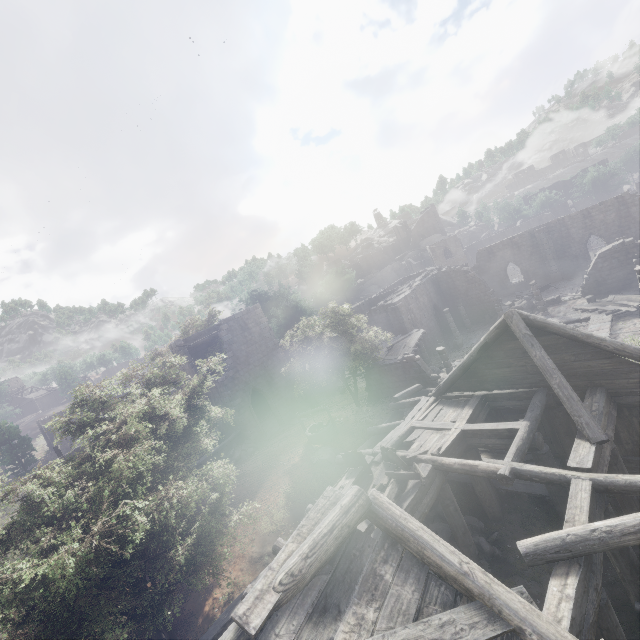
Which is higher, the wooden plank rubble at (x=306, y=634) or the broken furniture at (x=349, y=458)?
the wooden plank rubble at (x=306, y=634)

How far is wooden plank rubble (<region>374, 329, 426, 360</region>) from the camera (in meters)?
25.00

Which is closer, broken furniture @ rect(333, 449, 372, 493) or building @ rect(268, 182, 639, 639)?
building @ rect(268, 182, 639, 639)

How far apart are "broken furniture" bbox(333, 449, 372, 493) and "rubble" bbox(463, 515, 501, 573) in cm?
236

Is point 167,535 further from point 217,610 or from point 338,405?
point 338,405

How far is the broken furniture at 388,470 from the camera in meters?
9.4

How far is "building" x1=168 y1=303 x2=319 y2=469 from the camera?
23.9 meters

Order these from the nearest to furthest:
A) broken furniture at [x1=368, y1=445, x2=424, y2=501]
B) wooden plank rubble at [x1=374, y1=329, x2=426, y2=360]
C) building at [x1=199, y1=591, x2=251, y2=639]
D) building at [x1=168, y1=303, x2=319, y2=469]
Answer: building at [x1=199, y1=591, x2=251, y2=639]
broken furniture at [x1=368, y1=445, x2=424, y2=501]
building at [x1=168, y1=303, x2=319, y2=469]
wooden plank rubble at [x1=374, y1=329, x2=426, y2=360]
